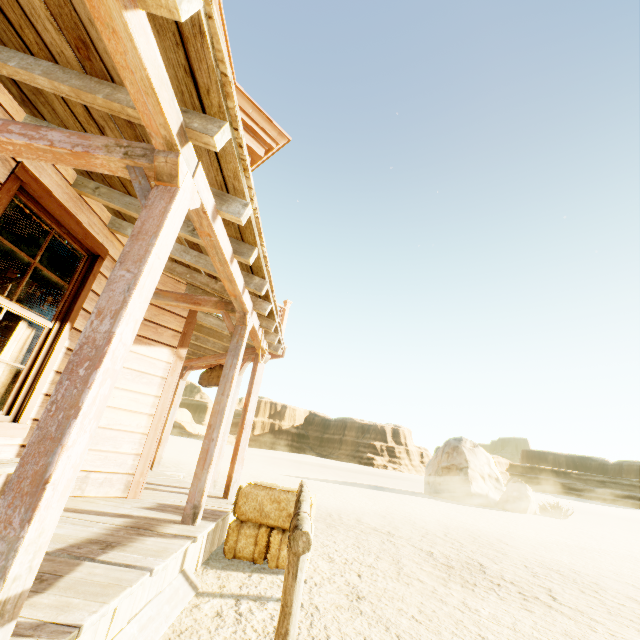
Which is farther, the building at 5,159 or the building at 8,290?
the building at 8,290

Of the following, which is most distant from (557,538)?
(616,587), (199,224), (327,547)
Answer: (199,224)

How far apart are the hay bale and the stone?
17.66m

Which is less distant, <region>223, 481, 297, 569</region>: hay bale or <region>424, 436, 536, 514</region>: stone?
<region>223, 481, 297, 569</region>: hay bale

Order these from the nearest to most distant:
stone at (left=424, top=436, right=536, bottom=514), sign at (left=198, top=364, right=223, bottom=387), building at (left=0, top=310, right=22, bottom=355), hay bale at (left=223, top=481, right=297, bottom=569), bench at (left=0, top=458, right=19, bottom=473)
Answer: bench at (left=0, top=458, right=19, bottom=473) < hay bale at (left=223, top=481, right=297, bottom=569) < building at (left=0, top=310, right=22, bottom=355) < sign at (left=198, top=364, right=223, bottom=387) < stone at (left=424, top=436, right=536, bottom=514)

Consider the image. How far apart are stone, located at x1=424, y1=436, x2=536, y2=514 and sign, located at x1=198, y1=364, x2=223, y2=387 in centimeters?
1755cm

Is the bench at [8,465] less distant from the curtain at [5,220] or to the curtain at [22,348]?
the curtain at [22,348]

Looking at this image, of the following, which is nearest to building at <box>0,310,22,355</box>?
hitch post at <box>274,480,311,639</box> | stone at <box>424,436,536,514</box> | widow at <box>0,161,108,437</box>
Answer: widow at <box>0,161,108,437</box>
